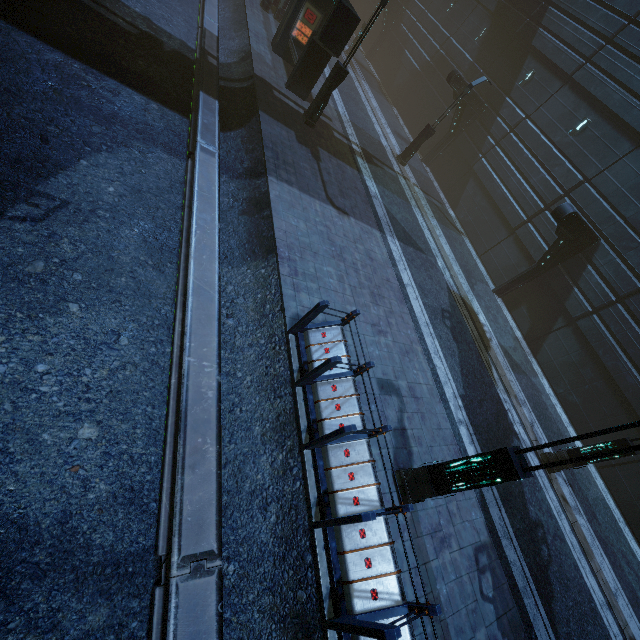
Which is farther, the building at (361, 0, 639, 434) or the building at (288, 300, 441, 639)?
the building at (361, 0, 639, 434)

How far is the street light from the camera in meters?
18.3 m

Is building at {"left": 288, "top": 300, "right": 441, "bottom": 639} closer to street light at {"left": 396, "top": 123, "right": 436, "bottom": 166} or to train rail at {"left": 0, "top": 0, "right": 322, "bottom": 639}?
train rail at {"left": 0, "top": 0, "right": 322, "bottom": 639}

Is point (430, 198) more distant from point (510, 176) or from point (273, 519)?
point (273, 519)

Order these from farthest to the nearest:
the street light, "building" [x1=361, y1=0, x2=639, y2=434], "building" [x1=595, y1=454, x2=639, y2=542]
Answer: the street light → "building" [x1=361, y1=0, x2=639, y2=434] → "building" [x1=595, y1=454, x2=639, y2=542]

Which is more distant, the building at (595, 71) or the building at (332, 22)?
the building at (595, 71)
